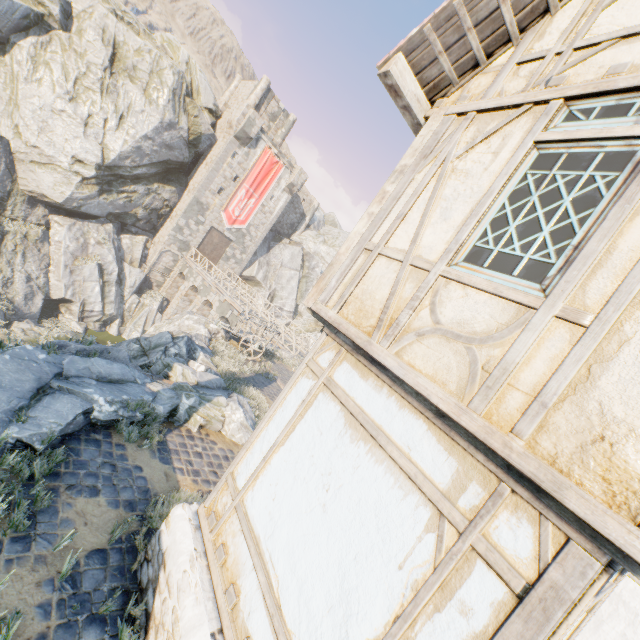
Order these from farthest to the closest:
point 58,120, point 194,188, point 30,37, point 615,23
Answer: point 194,188 → point 58,120 → point 30,37 → point 615,23

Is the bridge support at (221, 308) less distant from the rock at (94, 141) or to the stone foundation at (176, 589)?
the rock at (94, 141)

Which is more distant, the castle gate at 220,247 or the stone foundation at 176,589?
the castle gate at 220,247

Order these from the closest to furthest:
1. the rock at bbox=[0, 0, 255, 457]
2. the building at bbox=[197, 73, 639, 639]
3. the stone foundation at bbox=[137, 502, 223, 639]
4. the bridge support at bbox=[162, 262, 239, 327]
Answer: the building at bbox=[197, 73, 639, 639] < the stone foundation at bbox=[137, 502, 223, 639] < the rock at bbox=[0, 0, 255, 457] < the bridge support at bbox=[162, 262, 239, 327]

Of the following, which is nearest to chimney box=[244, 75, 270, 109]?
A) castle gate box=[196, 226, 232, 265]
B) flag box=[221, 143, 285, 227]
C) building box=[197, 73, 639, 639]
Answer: flag box=[221, 143, 285, 227]

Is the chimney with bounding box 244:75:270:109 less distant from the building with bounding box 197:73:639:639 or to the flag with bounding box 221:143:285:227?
the flag with bounding box 221:143:285:227

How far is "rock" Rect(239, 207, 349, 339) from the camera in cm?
3894

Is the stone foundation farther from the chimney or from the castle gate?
the chimney
